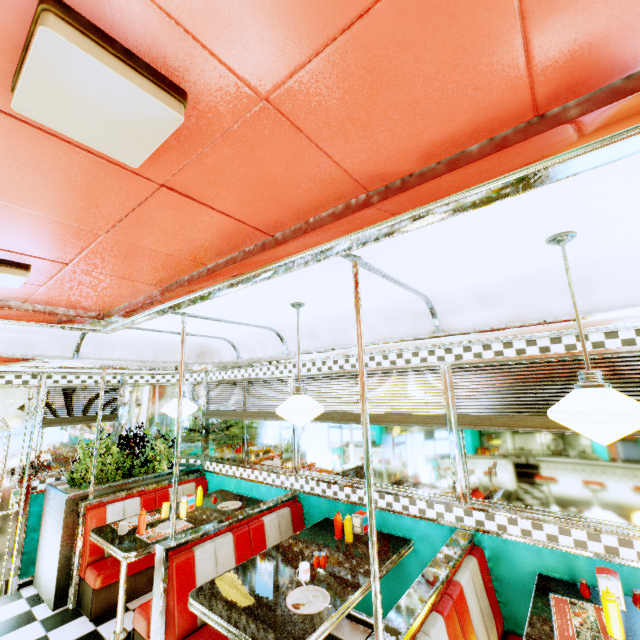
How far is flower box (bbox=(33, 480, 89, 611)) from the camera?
3.7m

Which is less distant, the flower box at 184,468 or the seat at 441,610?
the seat at 441,610

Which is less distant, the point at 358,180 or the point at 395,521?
the point at 358,180

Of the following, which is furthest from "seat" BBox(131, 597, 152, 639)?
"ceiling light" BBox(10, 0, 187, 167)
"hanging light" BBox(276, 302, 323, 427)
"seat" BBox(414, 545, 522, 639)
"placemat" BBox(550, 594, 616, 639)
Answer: "ceiling light" BBox(10, 0, 187, 167)

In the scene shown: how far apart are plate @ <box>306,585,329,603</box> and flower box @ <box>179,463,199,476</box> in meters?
3.2

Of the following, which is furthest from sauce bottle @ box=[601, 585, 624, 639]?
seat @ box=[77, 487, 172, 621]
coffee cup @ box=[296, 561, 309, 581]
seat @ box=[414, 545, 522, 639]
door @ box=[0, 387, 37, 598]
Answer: door @ box=[0, 387, 37, 598]

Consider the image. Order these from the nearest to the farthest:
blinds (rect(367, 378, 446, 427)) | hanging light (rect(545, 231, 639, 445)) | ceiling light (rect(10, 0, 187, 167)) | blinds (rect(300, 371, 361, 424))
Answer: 1. ceiling light (rect(10, 0, 187, 167))
2. hanging light (rect(545, 231, 639, 445))
3. blinds (rect(367, 378, 446, 427))
4. blinds (rect(300, 371, 361, 424))

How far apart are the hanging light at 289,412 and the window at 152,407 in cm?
309
